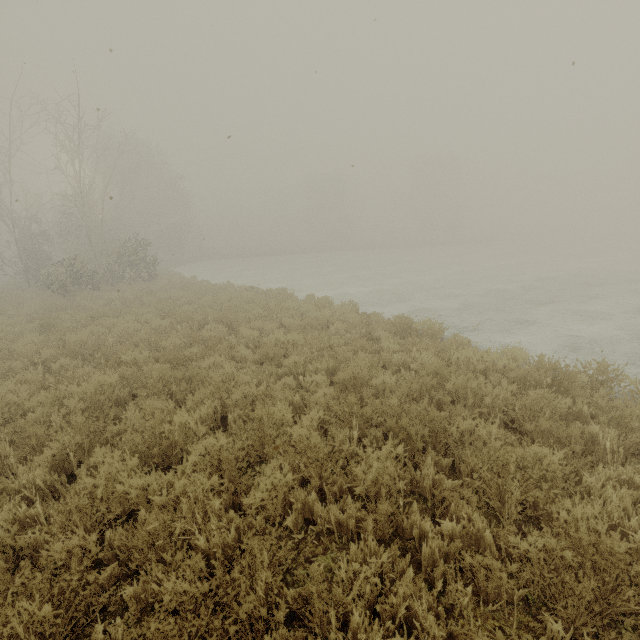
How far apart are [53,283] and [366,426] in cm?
2167
